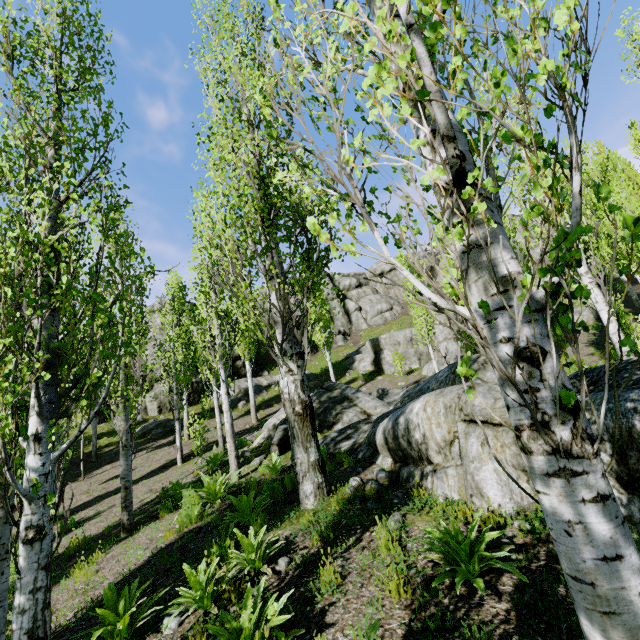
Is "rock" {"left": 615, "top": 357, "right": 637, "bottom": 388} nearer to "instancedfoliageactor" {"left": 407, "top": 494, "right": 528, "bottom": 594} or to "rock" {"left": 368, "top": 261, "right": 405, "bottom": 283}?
"instancedfoliageactor" {"left": 407, "top": 494, "right": 528, "bottom": 594}

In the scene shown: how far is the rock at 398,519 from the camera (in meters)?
4.65

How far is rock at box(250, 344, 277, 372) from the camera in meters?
31.8

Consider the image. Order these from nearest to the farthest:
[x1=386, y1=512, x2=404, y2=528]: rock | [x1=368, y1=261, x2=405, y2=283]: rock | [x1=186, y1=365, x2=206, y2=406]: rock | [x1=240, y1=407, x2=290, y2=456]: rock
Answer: [x1=386, y1=512, x2=404, y2=528]: rock < [x1=240, y1=407, x2=290, y2=456]: rock < [x1=186, y1=365, x2=206, y2=406]: rock < [x1=368, y1=261, x2=405, y2=283]: rock

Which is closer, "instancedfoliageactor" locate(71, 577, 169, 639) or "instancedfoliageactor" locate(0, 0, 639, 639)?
"instancedfoliageactor" locate(0, 0, 639, 639)

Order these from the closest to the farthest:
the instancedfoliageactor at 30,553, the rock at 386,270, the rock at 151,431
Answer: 1. the instancedfoliageactor at 30,553
2. the rock at 151,431
3. the rock at 386,270

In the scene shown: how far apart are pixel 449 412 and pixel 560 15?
5.3m

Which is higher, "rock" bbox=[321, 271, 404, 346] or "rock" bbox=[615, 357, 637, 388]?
"rock" bbox=[321, 271, 404, 346]
